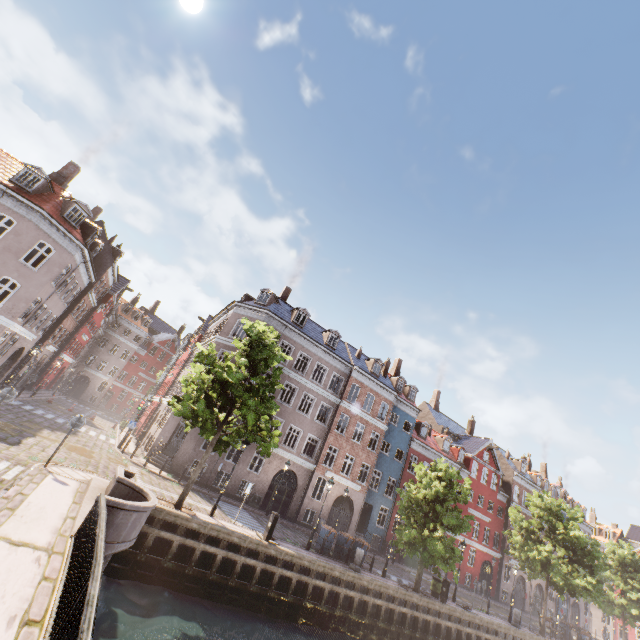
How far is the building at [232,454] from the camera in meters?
22.9

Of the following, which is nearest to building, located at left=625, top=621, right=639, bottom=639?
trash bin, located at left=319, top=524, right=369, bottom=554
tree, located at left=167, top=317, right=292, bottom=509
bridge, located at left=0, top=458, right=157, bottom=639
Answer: tree, located at left=167, top=317, right=292, bottom=509

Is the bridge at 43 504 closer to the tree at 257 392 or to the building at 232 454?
the tree at 257 392

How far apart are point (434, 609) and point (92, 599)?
22.9m

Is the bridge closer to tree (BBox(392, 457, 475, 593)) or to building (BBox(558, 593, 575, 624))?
tree (BBox(392, 457, 475, 593))

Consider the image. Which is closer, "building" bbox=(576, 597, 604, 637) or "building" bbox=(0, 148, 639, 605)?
"building" bbox=(0, 148, 639, 605)

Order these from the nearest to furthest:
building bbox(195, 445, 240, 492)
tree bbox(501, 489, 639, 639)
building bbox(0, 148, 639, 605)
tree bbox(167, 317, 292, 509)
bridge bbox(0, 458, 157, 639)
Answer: bridge bbox(0, 458, 157, 639)
tree bbox(167, 317, 292, 509)
building bbox(0, 148, 639, 605)
building bbox(195, 445, 240, 492)
tree bbox(501, 489, 639, 639)

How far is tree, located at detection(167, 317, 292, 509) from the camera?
14.3m
